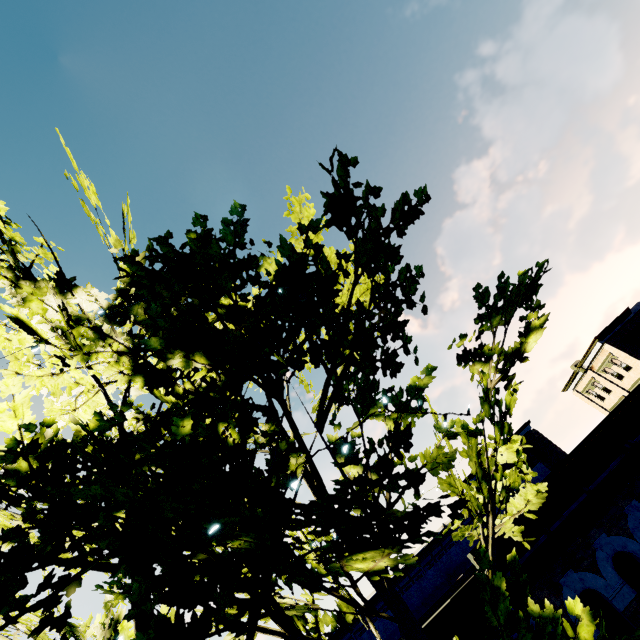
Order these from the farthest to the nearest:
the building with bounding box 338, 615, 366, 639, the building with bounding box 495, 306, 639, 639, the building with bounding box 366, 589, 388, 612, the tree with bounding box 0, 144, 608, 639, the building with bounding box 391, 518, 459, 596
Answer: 1. the building with bounding box 391, 518, 459, 596
2. the building with bounding box 366, 589, 388, 612
3. the building with bounding box 338, 615, 366, 639
4. the building with bounding box 495, 306, 639, 639
5. the tree with bounding box 0, 144, 608, 639

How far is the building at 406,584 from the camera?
35.9 meters

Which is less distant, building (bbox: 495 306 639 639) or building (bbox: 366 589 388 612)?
building (bbox: 495 306 639 639)

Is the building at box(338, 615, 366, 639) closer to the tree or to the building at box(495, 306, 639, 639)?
the building at box(495, 306, 639, 639)

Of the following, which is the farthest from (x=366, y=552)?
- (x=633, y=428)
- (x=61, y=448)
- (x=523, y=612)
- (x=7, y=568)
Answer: (x=633, y=428)

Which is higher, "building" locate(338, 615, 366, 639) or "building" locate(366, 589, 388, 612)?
"building" locate(366, 589, 388, 612)

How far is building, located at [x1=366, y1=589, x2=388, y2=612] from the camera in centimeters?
3503cm
